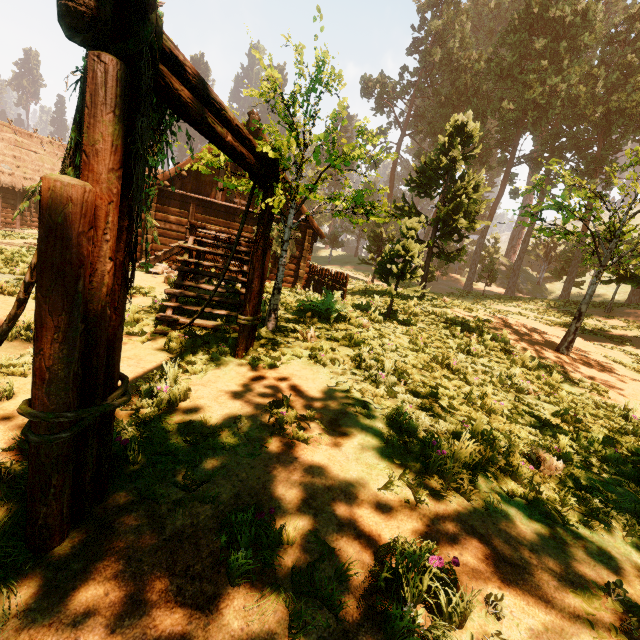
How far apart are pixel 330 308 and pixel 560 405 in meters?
5.8

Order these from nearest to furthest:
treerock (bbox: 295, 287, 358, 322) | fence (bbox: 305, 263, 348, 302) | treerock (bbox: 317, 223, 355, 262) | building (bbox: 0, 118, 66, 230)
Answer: treerock (bbox: 295, 287, 358, 322) → fence (bbox: 305, 263, 348, 302) → building (bbox: 0, 118, 66, 230) → treerock (bbox: 317, 223, 355, 262)

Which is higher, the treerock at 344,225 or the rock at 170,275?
the treerock at 344,225

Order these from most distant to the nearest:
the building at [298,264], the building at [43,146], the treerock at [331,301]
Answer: the building at [43,146]
the building at [298,264]
the treerock at [331,301]

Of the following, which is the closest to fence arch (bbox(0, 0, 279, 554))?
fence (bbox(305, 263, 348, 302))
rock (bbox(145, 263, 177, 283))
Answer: rock (bbox(145, 263, 177, 283))

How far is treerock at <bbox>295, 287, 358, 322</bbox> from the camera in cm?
849

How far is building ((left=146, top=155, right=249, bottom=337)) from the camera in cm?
706

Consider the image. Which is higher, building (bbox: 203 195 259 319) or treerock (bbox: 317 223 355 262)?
treerock (bbox: 317 223 355 262)
